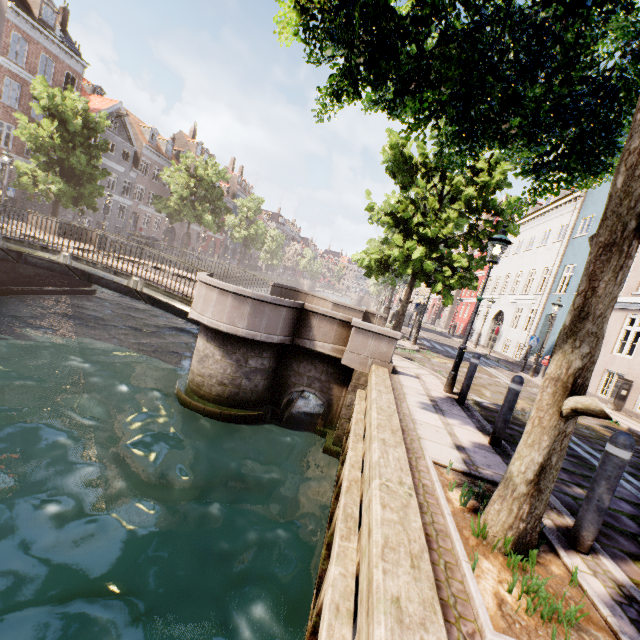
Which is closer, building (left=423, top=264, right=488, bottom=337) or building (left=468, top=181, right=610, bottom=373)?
building (left=468, top=181, right=610, bottom=373)

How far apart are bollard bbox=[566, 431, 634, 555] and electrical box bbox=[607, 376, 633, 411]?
12.9 meters

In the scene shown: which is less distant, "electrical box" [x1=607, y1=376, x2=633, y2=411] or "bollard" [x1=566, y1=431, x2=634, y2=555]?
"bollard" [x1=566, y1=431, x2=634, y2=555]

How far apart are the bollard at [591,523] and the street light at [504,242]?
4.42m

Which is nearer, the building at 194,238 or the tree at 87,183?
the tree at 87,183

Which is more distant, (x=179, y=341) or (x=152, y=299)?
(x=179, y=341)

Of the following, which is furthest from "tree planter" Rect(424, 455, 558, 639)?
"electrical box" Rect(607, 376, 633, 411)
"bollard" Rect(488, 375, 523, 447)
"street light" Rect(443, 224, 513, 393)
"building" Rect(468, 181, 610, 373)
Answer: "electrical box" Rect(607, 376, 633, 411)

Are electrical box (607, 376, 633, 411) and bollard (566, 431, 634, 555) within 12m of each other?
no
